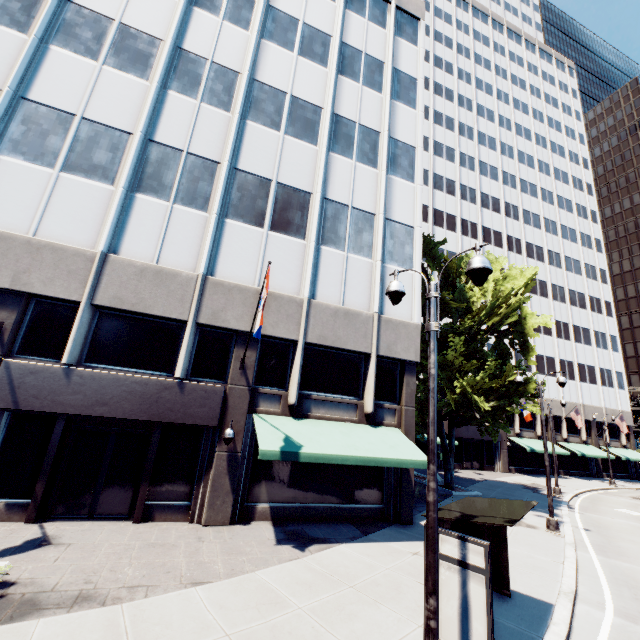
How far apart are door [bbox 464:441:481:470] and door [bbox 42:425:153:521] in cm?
3326

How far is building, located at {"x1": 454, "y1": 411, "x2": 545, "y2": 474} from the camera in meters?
34.8 m

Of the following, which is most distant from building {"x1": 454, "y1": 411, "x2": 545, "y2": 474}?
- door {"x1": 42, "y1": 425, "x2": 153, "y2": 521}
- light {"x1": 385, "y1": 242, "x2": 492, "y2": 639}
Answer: light {"x1": 385, "y1": 242, "x2": 492, "y2": 639}

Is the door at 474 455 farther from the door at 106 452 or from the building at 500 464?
the door at 106 452

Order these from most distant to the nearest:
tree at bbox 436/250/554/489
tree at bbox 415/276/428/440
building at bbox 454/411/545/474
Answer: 1. building at bbox 454/411/545/474
2. tree at bbox 415/276/428/440
3. tree at bbox 436/250/554/489

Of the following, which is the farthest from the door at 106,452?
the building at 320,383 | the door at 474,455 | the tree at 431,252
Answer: the door at 474,455

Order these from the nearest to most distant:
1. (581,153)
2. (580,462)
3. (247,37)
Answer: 1. (247,37)
2. (580,462)
3. (581,153)

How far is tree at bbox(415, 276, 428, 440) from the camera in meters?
19.1 m
